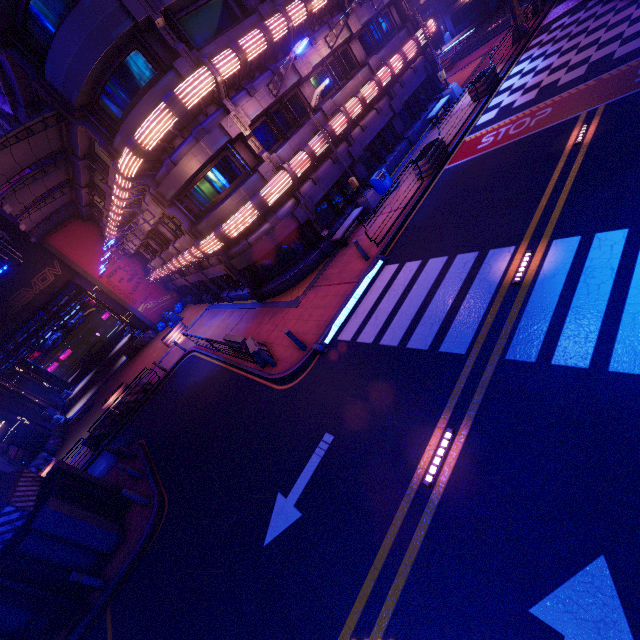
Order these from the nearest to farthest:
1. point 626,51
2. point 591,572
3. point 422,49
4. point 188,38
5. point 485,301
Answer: point 591,572 < point 485,301 < point 626,51 < point 188,38 < point 422,49

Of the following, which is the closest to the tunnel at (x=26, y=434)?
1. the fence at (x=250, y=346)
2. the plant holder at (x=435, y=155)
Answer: the fence at (x=250, y=346)

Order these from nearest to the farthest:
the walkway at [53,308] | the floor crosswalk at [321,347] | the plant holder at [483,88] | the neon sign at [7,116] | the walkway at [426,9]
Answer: the floor crosswalk at [321,347] < the neon sign at [7,116] < the plant holder at [483,88] < the walkway at [53,308] < the walkway at [426,9]

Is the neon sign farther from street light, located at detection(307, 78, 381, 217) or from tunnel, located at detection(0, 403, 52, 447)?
tunnel, located at detection(0, 403, 52, 447)

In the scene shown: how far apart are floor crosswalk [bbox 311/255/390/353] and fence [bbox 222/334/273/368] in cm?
213

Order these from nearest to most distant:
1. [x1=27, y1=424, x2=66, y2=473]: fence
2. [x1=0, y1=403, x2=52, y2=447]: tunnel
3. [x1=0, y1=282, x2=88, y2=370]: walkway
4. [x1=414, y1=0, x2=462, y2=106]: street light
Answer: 1. [x1=414, y1=0, x2=462, y2=106]: street light
2. [x1=27, y1=424, x2=66, y2=473]: fence
3. [x1=0, y1=403, x2=52, y2=447]: tunnel
4. [x1=0, y1=282, x2=88, y2=370]: walkway

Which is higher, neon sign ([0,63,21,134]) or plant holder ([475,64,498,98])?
neon sign ([0,63,21,134])

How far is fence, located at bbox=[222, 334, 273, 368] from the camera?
12.93m
